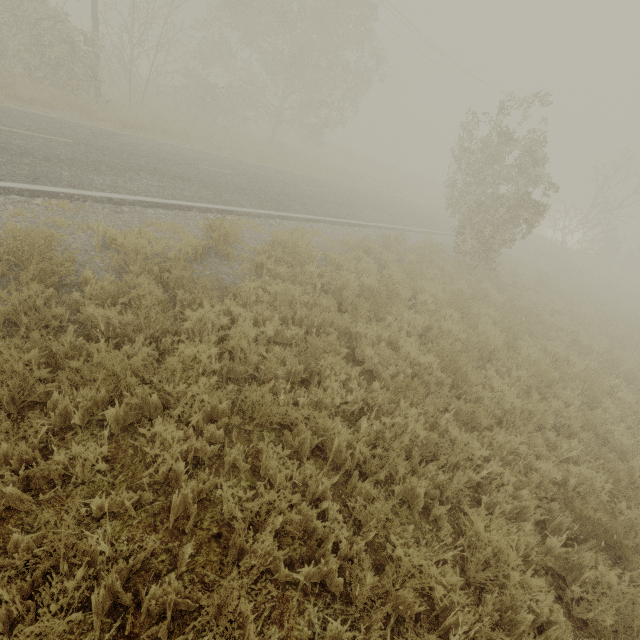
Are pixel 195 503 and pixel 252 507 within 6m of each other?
yes
